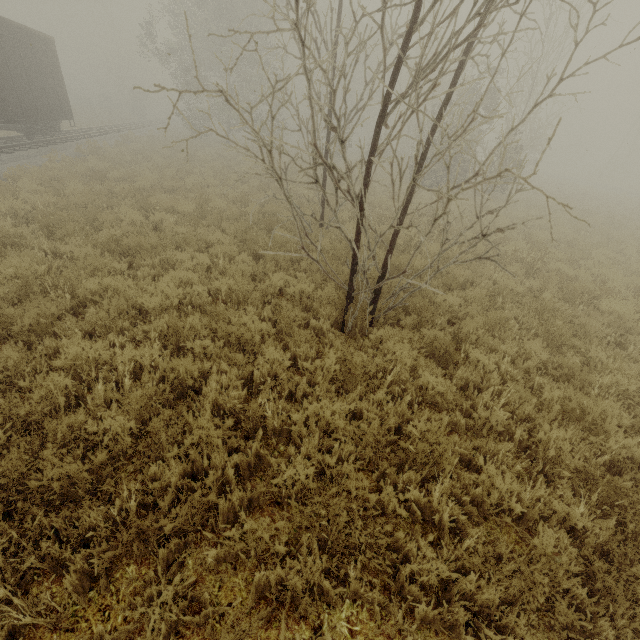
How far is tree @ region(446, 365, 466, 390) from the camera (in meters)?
4.70

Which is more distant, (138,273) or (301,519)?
(138,273)

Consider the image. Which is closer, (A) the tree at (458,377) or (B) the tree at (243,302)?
(A) the tree at (458,377)

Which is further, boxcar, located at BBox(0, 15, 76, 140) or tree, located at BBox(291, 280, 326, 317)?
boxcar, located at BBox(0, 15, 76, 140)

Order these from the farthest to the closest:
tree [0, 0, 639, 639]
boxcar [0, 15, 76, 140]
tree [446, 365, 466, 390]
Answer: A:
1. boxcar [0, 15, 76, 140]
2. tree [446, 365, 466, 390]
3. tree [0, 0, 639, 639]

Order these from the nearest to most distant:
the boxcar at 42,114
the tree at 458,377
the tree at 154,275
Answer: the tree at 154,275 → the tree at 458,377 → the boxcar at 42,114
